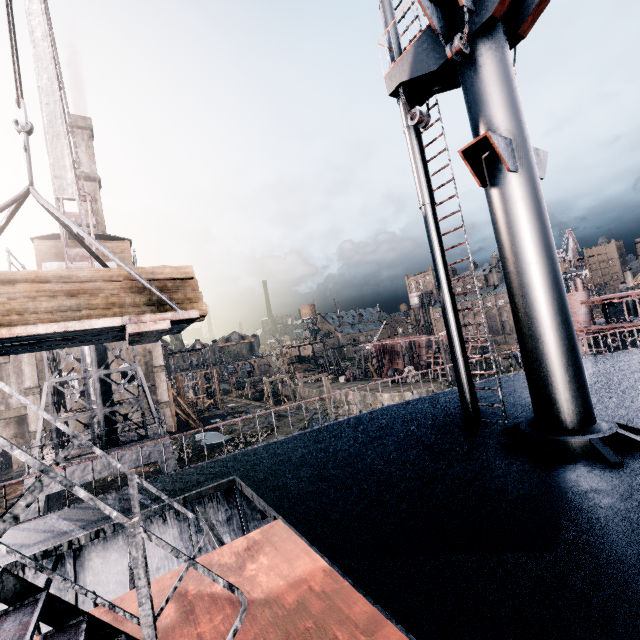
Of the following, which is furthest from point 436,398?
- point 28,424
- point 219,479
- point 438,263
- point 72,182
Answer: point 28,424

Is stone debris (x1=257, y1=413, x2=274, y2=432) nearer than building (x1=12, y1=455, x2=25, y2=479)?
No

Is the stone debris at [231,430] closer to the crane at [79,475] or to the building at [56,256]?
the crane at [79,475]

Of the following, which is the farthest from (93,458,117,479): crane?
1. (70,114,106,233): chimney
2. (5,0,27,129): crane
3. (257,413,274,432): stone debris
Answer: (70,114,106,233): chimney

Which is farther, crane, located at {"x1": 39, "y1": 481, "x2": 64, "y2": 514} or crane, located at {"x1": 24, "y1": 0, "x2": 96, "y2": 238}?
crane, located at {"x1": 39, "y1": 481, "x2": 64, "y2": 514}

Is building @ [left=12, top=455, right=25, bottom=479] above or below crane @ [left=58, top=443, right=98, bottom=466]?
below

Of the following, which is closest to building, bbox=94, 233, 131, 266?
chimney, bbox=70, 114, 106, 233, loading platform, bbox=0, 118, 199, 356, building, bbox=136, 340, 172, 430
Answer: loading platform, bbox=0, 118, 199, 356

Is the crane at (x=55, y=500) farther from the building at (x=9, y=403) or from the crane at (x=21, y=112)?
the building at (x=9, y=403)
